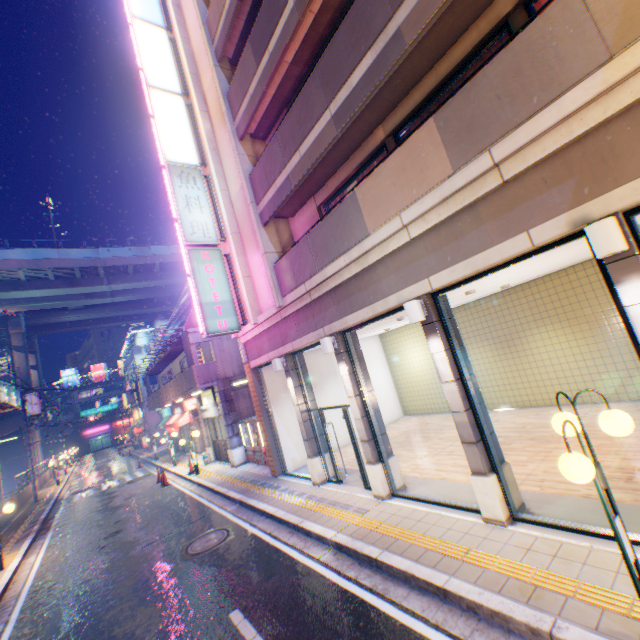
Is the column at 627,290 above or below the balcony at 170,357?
below

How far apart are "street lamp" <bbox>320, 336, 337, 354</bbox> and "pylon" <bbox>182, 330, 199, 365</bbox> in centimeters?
1023cm

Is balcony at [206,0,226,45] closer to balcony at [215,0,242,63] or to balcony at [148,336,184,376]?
balcony at [215,0,242,63]

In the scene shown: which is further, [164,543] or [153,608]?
[164,543]

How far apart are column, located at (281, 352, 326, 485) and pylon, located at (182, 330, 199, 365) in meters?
7.4 m

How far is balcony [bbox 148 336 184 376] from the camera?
19.8m

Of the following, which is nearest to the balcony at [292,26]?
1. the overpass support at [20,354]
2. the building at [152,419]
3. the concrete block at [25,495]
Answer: the overpass support at [20,354]

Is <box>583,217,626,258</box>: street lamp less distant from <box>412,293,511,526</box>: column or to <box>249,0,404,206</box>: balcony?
<box>412,293,511,526</box>: column
